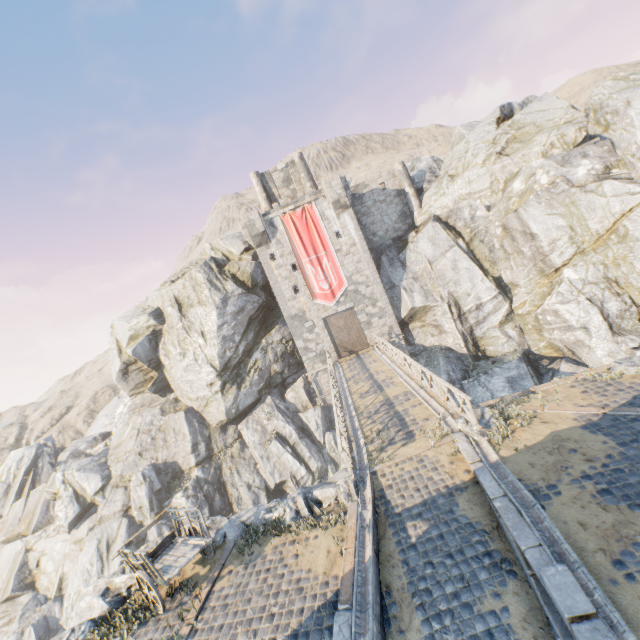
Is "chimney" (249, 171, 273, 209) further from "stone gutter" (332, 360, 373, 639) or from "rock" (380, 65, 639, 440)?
"stone gutter" (332, 360, 373, 639)

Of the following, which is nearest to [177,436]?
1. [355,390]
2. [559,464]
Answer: [355,390]

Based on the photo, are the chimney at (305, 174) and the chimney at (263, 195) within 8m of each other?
yes

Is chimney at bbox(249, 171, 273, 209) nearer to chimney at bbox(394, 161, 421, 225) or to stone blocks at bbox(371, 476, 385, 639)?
chimney at bbox(394, 161, 421, 225)

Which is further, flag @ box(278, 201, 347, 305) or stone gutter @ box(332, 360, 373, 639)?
flag @ box(278, 201, 347, 305)

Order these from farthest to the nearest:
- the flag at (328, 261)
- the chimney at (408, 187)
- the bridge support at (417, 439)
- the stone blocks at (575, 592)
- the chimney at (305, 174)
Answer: the chimney at (305, 174)
the chimney at (408, 187)
the flag at (328, 261)
the bridge support at (417, 439)
the stone blocks at (575, 592)

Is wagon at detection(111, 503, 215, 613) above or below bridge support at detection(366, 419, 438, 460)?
above

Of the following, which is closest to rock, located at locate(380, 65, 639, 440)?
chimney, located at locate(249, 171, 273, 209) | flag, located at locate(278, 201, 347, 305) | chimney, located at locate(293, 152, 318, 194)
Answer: chimney, located at locate(249, 171, 273, 209)
